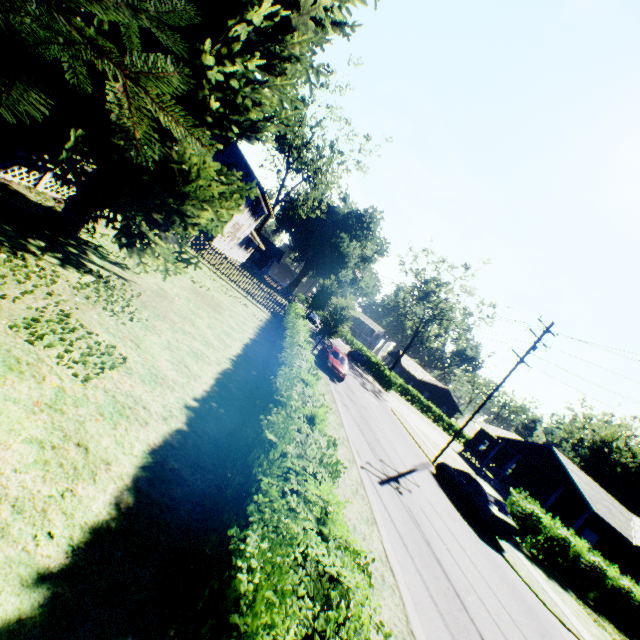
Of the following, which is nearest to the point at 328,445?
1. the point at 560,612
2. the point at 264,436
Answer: the point at 264,436

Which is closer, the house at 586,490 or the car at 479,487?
the car at 479,487

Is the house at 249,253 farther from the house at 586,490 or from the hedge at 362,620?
the house at 586,490

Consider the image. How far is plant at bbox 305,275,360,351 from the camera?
24.4m

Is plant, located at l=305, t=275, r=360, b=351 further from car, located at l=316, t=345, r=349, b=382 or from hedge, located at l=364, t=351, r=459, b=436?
hedge, located at l=364, t=351, r=459, b=436

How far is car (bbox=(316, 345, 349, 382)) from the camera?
A: 21.2m

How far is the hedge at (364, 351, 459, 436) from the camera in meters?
44.5

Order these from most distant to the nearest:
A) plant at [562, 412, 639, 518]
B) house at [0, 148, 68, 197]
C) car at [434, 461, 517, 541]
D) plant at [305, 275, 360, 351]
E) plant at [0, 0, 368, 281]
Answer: plant at [562, 412, 639, 518], plant at [305, 275, 360, 351], car at [434, 461, 517, 541], house at [0, 148, 68, 197], plant at [0, 0, 368, 281]
